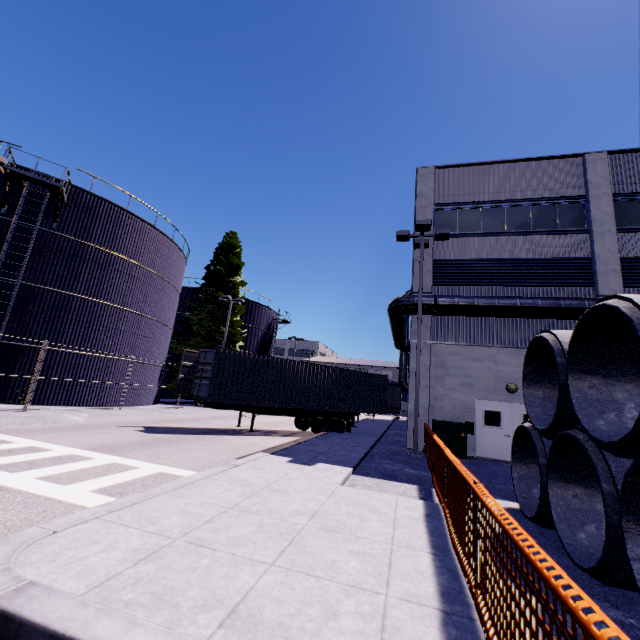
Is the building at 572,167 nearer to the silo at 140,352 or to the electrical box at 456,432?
the silo at 140,352

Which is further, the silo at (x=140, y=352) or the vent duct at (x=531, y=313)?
the silo at (x=140, y=352)

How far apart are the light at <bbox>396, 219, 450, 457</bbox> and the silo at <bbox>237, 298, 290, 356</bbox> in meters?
25.1

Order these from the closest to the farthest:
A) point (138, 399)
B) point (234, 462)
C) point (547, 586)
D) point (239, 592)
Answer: point (547, 586) < point (239, 592) < point (234, 462) < point (138, 399)

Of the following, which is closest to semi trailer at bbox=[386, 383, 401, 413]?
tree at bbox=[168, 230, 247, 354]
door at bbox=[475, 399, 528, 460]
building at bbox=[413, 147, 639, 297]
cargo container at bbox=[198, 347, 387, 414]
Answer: cargo container at bbox=[198, 347, 387, 414]

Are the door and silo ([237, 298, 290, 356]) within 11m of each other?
no

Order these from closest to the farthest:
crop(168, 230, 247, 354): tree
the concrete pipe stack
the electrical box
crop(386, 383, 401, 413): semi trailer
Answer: the concrete pipe stack → the electrical box → crop(386, 383, 401, 413): semi trailer → crop(168, 230, 247, 354): tree

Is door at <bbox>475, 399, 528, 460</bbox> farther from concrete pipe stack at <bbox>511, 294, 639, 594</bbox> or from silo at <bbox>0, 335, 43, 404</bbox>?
silo at <bbox>0, 335, 43, 404</bbox>
